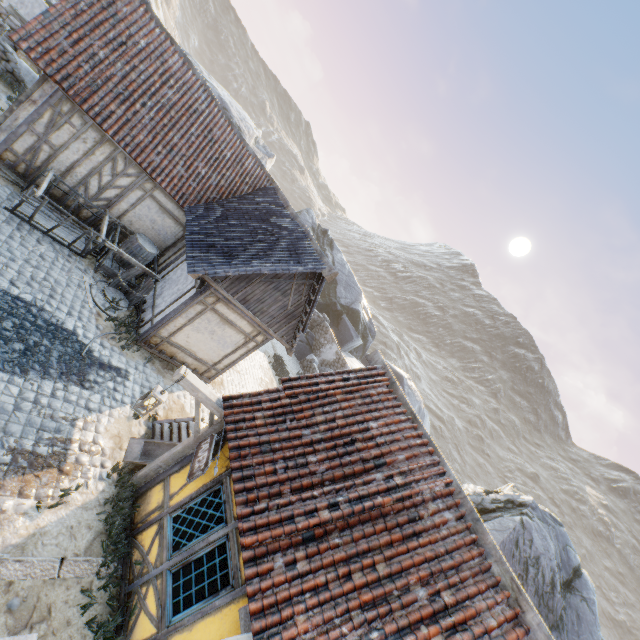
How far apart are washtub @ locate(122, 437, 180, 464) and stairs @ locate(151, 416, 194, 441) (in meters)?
0.02

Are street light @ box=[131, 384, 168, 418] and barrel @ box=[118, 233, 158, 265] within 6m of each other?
no

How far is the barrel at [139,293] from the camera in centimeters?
969cm

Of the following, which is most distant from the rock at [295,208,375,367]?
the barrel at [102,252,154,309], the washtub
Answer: the barrel at [102,252,154,309]

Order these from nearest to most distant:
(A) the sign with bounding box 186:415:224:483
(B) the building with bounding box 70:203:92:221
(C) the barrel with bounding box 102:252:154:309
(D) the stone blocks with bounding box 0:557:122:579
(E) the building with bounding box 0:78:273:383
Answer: (D) the stone blocks with bounding box 0:557:122:579 → (A) the sign with bounding box 186:415:224:483 → (E) the building with bounding box 0:78:273:383 → (C) the barrel with bounding box 102:252:154:309 → (B) the building with bounding box 70:203:92:221

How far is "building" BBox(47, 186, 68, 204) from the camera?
9.96m

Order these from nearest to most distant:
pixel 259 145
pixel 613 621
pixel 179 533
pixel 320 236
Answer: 1. pixel 179 533
2. pixel 259 145
3. pixel 320 236
4. pixel 613 621

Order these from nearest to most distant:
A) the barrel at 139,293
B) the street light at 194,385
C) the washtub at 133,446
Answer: the street light at 194,385, the washtub at 133,446, the barrel at 139,293
